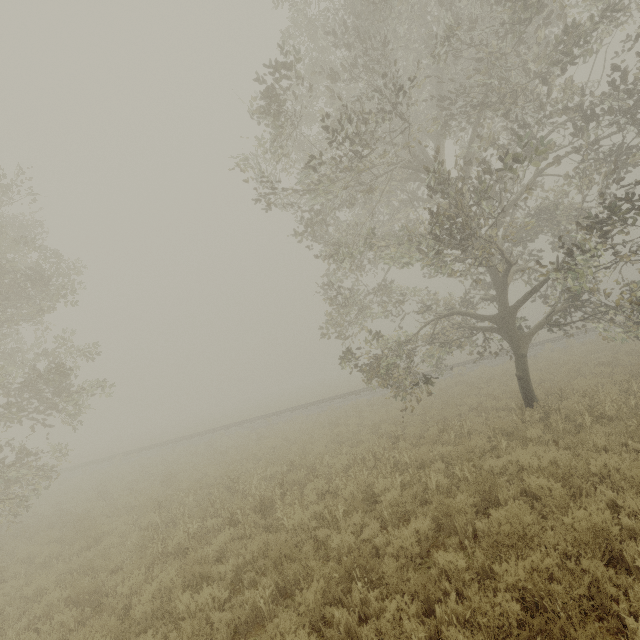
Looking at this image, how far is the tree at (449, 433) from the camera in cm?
898

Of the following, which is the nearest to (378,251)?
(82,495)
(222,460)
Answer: (222,460)

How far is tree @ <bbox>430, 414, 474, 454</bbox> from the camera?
8.98m

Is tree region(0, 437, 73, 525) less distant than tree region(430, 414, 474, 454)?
No

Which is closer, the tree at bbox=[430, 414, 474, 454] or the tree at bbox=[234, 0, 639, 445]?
the tree at bbox=[234, 0, 639, 445]

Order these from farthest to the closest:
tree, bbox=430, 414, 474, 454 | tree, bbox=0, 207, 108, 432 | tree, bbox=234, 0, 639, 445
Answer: tree, bbox=0, 207, 108, 432, tree, bbox=430, 414, 474, 454, tree, bbox=234, 0, 639, 445

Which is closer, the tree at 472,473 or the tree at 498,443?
the tree at 472,473
